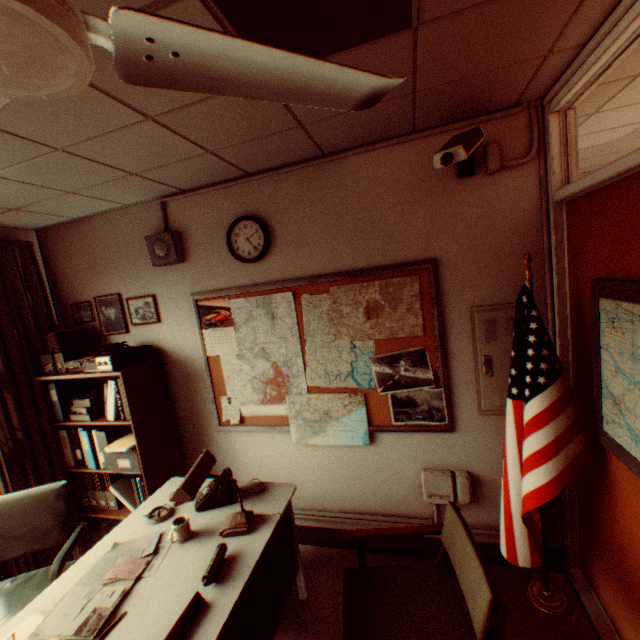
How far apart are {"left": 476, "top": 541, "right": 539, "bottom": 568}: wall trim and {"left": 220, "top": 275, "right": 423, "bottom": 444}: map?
0.9 meters

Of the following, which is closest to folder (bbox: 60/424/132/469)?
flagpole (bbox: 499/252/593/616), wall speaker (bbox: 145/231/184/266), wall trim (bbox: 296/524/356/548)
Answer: wall trim (bbox: 296/524/356/548)

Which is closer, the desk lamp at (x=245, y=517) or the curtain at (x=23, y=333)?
the desk lamp at (x=245, y=517)

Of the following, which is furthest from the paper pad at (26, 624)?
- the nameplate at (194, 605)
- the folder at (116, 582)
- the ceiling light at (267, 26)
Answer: the ceiling light at (267, 26)

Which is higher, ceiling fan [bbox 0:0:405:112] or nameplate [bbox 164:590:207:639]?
ceiling fan [bbox 0:0:405:112]

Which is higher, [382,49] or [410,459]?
[382,49]

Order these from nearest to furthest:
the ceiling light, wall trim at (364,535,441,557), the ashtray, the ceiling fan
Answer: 1. the ceiling fan
2. the ceiling light
3. the ashtray
4. wall trim at (364,535,441,557)

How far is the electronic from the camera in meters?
2.9 m
